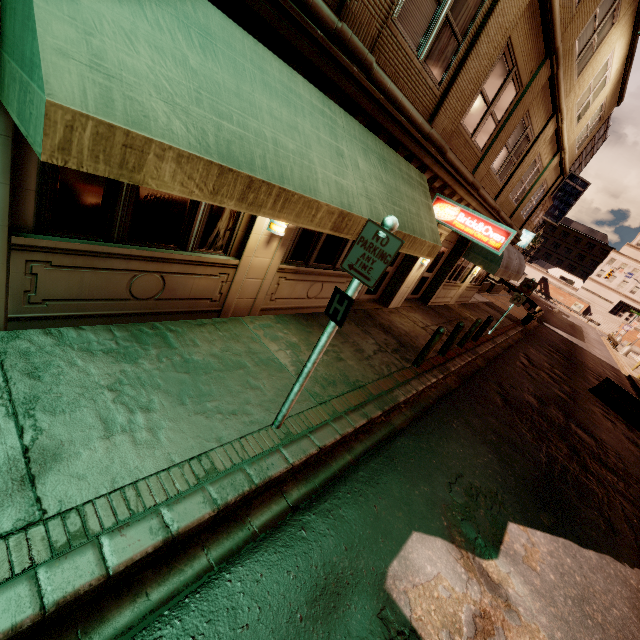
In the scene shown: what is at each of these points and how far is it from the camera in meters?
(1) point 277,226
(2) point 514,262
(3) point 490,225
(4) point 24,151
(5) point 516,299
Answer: (1) wall light, 5.5
(2) awning, 14.9
(3) sign, 8.0
(4) building, 3.1
(5) sign, 14.5

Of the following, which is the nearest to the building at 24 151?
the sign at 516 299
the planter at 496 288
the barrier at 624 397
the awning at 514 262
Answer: the awning at 514 262

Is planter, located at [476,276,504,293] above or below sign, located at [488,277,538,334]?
below

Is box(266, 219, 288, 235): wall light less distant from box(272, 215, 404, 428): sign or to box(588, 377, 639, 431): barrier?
box(272, 215, 404, 428): sign

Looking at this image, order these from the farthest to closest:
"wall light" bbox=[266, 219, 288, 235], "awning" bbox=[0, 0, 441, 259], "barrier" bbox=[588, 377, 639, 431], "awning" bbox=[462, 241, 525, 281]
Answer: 1. "barrier" bbox=[588, 377, 639, 431]
2. "awning" bbox=[462, 241, 525, 281]
3. "wall light" bbox=[266, 219, 288, 235]
4. "awning" bbox=[0, 0, 441, 259]

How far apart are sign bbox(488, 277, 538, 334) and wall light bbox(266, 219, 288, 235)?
12.87m

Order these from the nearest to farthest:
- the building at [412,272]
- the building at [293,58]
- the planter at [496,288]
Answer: the building at [293,58] < the building at [412,272] < the planter at [496,288]

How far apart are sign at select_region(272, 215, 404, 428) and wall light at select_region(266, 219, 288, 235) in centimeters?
232cm
